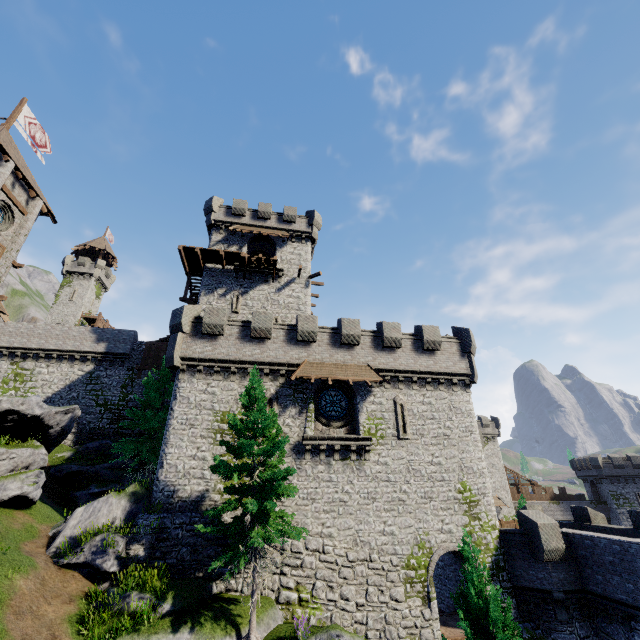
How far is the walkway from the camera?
27.53m

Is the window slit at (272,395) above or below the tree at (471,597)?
above

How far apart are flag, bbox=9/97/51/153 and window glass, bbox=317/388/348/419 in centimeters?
3150cm

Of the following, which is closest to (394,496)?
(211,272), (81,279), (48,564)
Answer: (48,564)

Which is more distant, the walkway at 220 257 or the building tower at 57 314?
the building tower at 57 314

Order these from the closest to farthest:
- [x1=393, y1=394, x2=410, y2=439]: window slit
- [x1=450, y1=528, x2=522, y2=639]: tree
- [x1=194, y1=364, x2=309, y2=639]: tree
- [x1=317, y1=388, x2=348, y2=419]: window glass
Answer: [x1=450, y1=528, x2=522, y2=639]: tree
[x1=194, y1=364, x2=309, y2=639]: tree
[x1=393, y1=394, x2=410, y2=439]: window slit
[x1=317, y1=388, x2=348, y2=419]: window glass

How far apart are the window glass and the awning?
1.32m

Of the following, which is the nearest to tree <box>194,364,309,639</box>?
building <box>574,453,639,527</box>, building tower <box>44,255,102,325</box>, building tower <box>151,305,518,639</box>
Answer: building tower <box>151,305,518,639</box>
